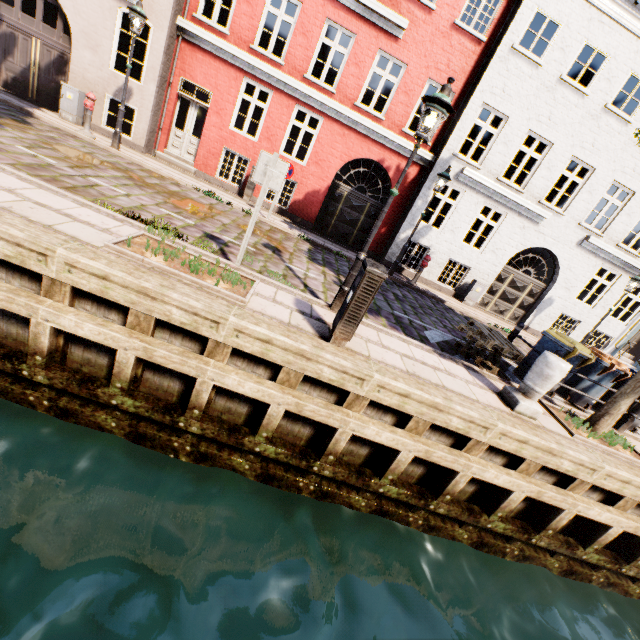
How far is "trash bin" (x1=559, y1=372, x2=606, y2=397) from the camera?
7.3 meters

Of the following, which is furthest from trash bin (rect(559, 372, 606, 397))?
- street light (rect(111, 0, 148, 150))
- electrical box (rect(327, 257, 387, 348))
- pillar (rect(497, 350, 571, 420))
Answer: street light (rect(111, 0, 148, 150))

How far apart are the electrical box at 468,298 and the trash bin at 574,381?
5.6 meters

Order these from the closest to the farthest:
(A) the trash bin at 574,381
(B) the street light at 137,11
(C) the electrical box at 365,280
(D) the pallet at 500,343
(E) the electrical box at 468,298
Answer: (C) the electrical box at 365,280, (D) the pallet at 500,343, (A) the trash bin at 574,381, (B) the street light at 137,11, (E) the electrical box at 468,298

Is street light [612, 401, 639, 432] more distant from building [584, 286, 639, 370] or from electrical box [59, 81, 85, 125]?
electrical box [59, 81, 85, 125]

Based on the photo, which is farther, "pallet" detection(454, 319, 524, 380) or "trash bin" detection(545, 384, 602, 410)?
"trash bin" detection(545, 384, 602, 410)

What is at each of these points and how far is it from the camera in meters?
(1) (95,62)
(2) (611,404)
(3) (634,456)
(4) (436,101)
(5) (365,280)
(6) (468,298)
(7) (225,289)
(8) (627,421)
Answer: (1) building, 10.7 m
(2) tree, 6.0 m
(3) tree planter, 6.1 m
(4) street light, 4.5 m
(5) electrical box, 4.2 m
(6) electrical box, 13.6 m
(7) tree planter, 4.7 m
(8) street light, 7.0 m

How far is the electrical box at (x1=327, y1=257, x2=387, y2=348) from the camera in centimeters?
415cm
